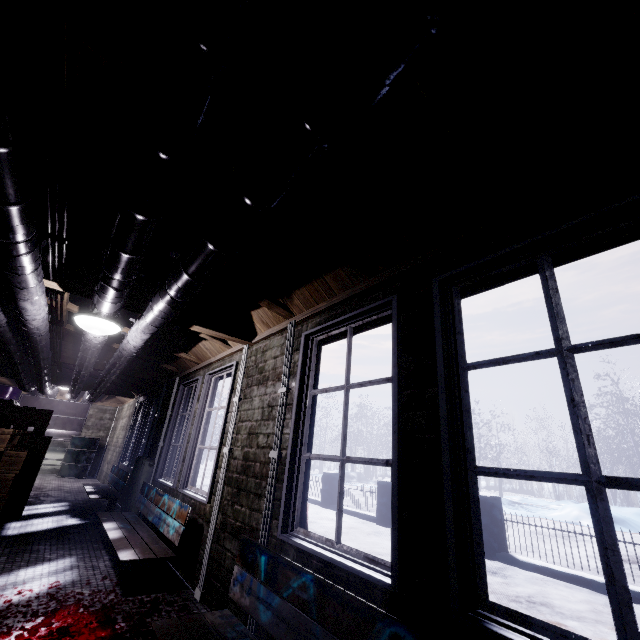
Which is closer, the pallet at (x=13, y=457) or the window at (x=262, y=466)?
the window at (x=262, y=466)

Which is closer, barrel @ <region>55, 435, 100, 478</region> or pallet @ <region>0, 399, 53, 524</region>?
pallet @ <region>0, 399, 53, 524</region>

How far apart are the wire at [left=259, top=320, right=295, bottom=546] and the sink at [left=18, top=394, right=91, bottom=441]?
9.87m

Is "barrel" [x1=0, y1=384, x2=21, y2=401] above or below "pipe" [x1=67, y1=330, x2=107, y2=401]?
above

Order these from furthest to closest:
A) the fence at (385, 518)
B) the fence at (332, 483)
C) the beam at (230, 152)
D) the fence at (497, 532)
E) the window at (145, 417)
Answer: the fence at (332, 483)
the fence at (385, 518)
the window at (145, 417)
the fence at (497, 532)
the beam at (230, 152)

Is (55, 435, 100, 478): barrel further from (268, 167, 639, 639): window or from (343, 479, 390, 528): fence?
(343, 479, 390, 528): fence

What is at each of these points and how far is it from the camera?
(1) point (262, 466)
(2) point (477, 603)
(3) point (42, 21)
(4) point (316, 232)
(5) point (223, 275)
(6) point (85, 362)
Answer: (1) window, 2.3 meters
(2) window, 1.1 meters
(3) wire, 0.8 meters
(4) beam, 1.7 meters
(5) beam, 2.3 meters
(6) pipe, 3.9 meters

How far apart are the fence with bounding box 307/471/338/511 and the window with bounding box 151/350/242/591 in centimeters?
400cm
